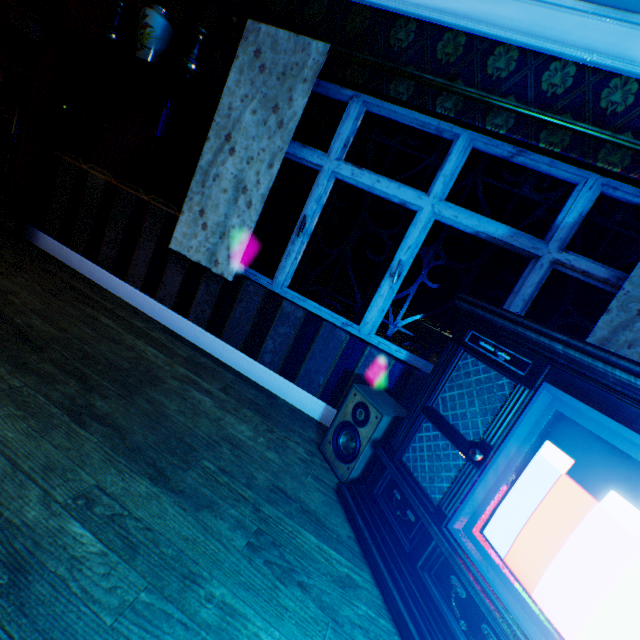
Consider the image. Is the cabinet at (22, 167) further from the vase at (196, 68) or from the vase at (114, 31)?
the vase at (196, 68)

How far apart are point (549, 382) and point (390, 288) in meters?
1.4 m

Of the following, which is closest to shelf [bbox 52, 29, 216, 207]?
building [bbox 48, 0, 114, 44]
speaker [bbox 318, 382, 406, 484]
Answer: building [bbox 48, 0, 114, 44]

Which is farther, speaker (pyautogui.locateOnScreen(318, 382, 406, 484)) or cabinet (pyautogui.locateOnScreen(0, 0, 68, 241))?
cabinet (pyautogui.locateOnScreen(0, 0, 68, 241))

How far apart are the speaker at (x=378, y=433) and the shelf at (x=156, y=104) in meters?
2.3 m

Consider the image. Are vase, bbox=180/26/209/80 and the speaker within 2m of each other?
no

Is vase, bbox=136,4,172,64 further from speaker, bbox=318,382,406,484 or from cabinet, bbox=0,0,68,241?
speaker, bbox=318,382,406,484

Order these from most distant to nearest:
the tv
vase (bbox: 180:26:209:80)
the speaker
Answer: vase (bbox: 180:26:209:80) < the speaker < the tv
